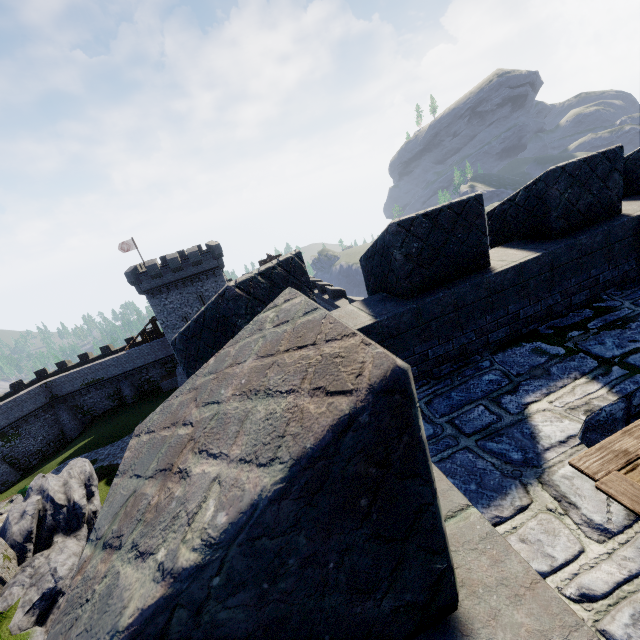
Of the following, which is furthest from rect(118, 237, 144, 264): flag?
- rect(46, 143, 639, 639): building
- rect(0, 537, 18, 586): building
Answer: rect(46, 143, 639, 639): building

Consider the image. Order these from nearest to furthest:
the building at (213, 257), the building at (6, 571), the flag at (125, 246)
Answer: the building at (213, 257) → the building at (6, 571) → the flag at (125, 246)

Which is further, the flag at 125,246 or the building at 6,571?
the flag at 125,246

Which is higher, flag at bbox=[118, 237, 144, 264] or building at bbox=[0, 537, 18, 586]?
flag at bbox=[118, 237, 144, 264]

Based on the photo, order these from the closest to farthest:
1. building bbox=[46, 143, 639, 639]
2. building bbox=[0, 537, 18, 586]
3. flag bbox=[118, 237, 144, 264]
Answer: building bbox=[46, 143, 639, 639] < building bbox=[0, 537, 18, 586] < flag bbox=[118, 237, 144, 264]

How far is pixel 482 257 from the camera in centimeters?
426cm

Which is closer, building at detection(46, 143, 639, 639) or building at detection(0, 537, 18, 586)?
building at detection(46, 143, 639, 639)
